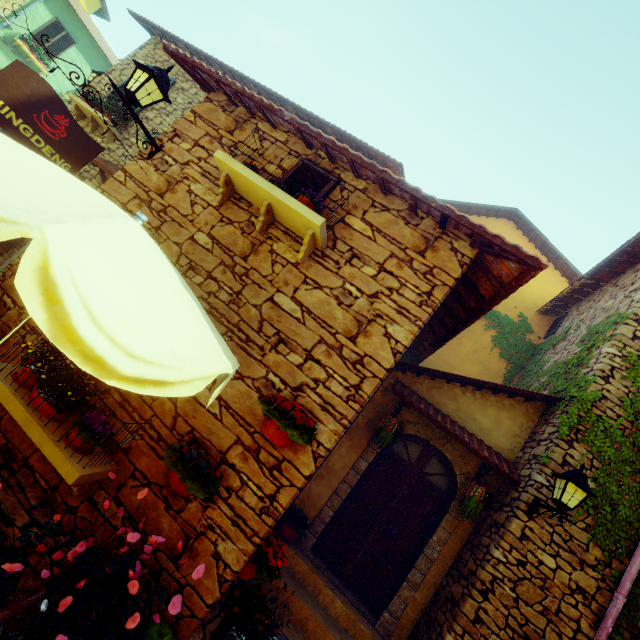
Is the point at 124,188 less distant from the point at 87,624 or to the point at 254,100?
the point at 254,100

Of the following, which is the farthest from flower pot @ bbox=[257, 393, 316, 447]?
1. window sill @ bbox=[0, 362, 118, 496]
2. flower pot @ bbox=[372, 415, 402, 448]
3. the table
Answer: flower pot @ bbox=[372, 415, 402, 448]

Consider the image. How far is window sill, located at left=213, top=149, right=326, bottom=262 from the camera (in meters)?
3.26

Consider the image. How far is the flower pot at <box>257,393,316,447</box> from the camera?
2.8 meters

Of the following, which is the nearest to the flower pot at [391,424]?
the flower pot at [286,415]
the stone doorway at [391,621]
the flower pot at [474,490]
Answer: the stone doorway at [391,621]

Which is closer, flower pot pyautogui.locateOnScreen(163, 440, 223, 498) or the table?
the table

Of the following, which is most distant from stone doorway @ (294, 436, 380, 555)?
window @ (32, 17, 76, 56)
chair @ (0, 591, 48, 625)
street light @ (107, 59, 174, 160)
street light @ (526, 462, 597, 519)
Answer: window @ (32, 17, 76, 56)

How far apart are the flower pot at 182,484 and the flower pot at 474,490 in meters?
4.3 m
